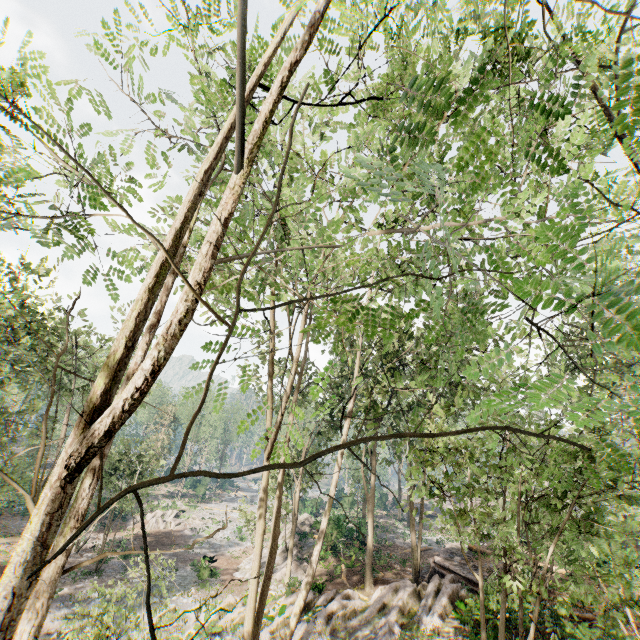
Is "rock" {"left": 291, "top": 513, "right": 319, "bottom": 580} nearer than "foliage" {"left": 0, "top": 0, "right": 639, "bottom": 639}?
No

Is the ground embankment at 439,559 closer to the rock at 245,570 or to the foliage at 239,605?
the foliage at 239,605

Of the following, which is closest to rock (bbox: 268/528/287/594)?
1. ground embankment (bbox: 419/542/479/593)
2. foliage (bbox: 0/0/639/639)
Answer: foliage (bbox: 0/0/639/639)

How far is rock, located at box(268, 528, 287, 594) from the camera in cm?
2216

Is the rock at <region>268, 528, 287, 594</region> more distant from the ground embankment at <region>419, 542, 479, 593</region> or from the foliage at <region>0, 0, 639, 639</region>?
the ground embankment at <region>419, 542, 479, 593</region>

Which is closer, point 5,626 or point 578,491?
point 5,626
